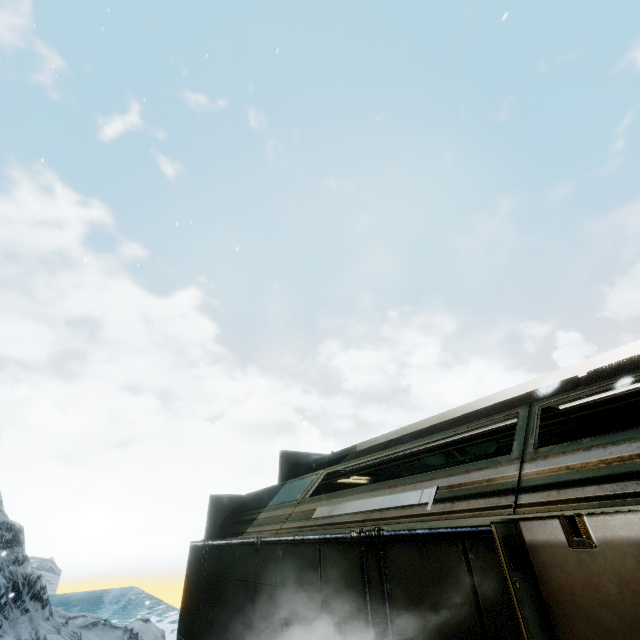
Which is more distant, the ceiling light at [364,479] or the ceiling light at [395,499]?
the ceiling light at [364,479]

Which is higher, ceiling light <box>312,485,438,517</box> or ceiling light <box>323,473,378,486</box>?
ceiling light <box>323,473,378,486</box>

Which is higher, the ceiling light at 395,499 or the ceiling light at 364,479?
the ceiling light at 364,479

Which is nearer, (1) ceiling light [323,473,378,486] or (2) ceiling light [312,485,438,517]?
(2) ceiling light [312,485,438,517]

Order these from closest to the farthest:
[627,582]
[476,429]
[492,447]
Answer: [627,582], [476,429], [492,447]

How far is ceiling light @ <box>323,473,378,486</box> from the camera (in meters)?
8.88

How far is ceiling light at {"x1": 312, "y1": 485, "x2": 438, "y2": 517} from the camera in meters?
3.0
